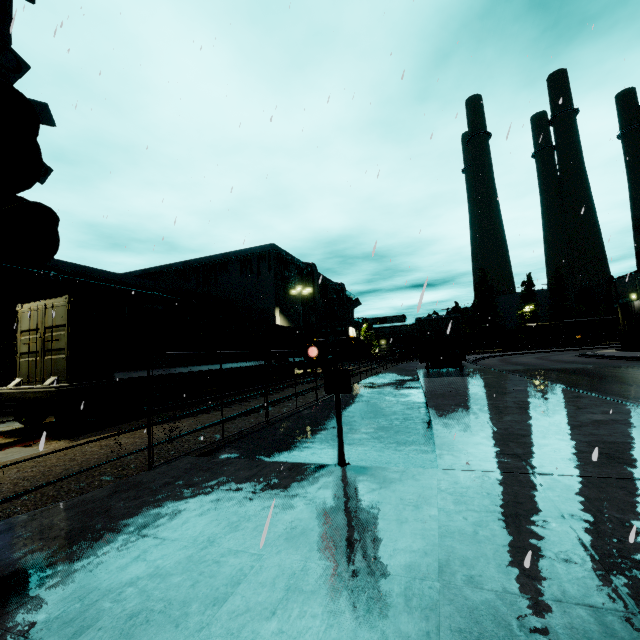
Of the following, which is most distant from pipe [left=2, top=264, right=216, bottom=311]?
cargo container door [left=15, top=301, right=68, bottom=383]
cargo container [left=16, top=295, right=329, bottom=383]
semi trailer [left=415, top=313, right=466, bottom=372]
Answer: cargo container door [left=15, top=301, right=68, bottom=383]

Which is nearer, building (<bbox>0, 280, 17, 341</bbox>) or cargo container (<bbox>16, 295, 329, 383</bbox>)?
cargo container (<bbox>16, 295, 329, 383</bbox>)

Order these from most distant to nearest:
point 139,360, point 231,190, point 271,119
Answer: point 139,360, point 231,190, point 271,119

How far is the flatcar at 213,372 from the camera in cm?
1245

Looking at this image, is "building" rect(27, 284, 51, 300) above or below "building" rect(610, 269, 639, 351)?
above

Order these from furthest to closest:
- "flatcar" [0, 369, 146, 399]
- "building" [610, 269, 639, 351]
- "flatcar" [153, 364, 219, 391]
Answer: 1. "building" [610, 269, 639, 351]
2. "flatcar" [153, 364, 219, 391]
3. "flatcar" [0, 369, 146, 399]

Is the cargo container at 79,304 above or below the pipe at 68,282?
below

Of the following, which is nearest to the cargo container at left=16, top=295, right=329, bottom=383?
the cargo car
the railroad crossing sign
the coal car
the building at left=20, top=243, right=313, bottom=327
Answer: the building at left=20, top=243, right=313, bottom=327
